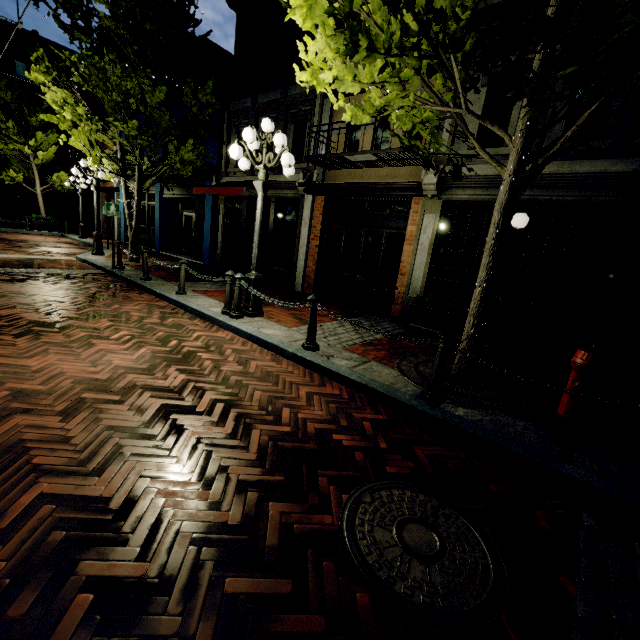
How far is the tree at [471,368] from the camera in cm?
450

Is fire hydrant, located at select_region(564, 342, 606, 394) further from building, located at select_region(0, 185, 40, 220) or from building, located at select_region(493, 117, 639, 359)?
building, located at select_region(0, 185, 40, 220)

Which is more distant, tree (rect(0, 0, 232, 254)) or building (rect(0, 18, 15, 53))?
building (rect(0, 18, 15, 53))

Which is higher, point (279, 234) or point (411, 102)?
point (411, 102)

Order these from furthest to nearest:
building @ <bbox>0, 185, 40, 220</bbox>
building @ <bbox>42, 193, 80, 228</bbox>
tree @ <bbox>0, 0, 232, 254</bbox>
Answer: building @ <bbox>42, 193, 80, 228</bbox> < building @ <bbox>0, 185, 40, 220</bbox> < tree @ <bbox>0, 0, 232, 254</bbox>

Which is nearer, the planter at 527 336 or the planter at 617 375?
the planter at 617 375

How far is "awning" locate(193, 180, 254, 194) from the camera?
10.2 meters

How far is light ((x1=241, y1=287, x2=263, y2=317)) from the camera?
6.44m
